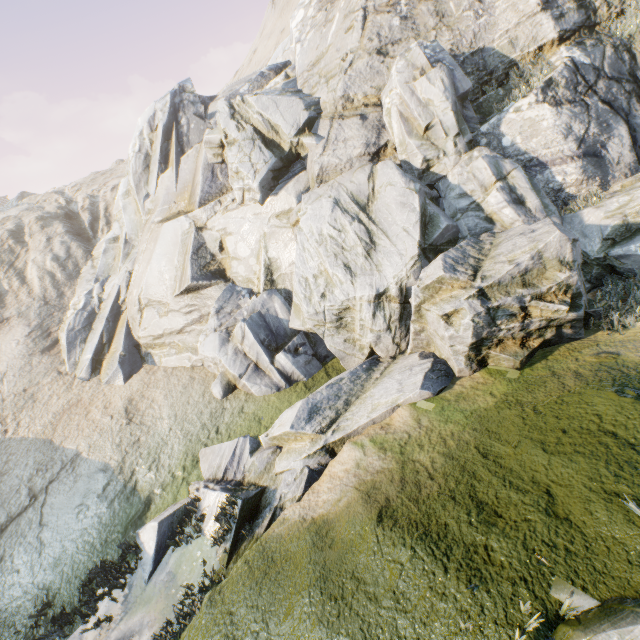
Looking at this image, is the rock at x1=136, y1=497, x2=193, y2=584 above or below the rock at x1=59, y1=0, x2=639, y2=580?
below

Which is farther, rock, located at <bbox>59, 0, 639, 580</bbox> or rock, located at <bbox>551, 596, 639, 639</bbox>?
rock, located at <bbox>59, 0, 639, 580</bbox>

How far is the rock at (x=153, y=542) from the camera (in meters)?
7.33

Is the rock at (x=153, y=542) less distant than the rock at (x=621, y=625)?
No

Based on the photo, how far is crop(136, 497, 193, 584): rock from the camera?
7.3 meters

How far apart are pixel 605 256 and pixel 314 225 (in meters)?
7.97
